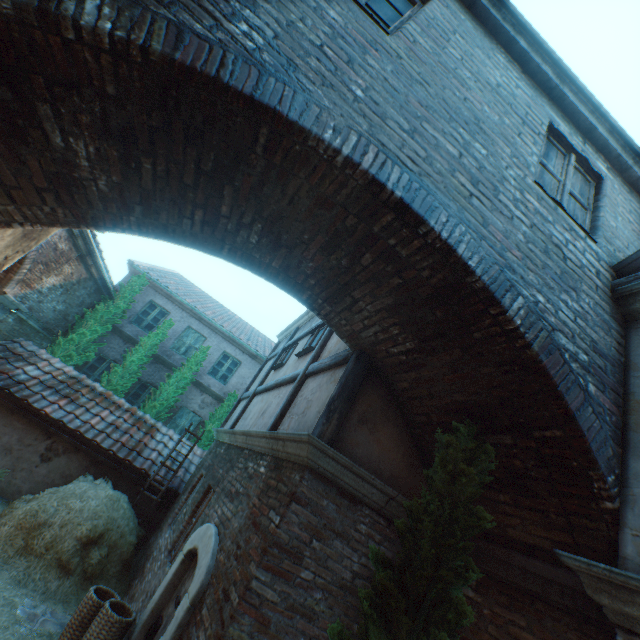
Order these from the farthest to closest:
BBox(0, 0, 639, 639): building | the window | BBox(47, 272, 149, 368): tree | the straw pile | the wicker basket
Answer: BBox(47, 272, 149, 368): tree → the window → the straw pile → the wicker basket → BBox(0, 0, 639, 639): building

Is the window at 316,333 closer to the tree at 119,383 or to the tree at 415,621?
the tree at 415,621

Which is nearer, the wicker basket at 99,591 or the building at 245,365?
the wicker basket at 99,591

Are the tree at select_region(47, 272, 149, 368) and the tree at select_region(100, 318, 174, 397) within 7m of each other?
yes

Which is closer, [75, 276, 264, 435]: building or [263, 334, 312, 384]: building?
[263, 334, 312, 384]: building

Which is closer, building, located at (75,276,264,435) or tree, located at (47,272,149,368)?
tree, located at (47,272,149,368)

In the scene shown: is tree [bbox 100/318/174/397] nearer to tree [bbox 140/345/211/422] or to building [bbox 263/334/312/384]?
tree [bbox 140/345/211/422]

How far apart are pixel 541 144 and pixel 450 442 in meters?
3.4 m
